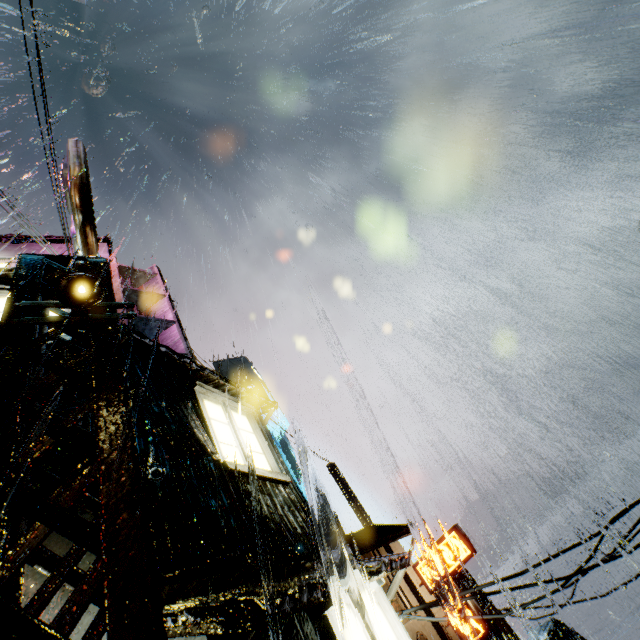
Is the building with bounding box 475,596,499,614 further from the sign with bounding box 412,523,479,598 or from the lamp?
the lamp

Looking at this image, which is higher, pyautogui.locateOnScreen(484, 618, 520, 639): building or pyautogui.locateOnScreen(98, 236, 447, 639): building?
pyautogui.locateOnScreen(98, 236, 447, 639): building

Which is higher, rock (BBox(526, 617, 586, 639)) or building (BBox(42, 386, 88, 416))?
building (BBox(42, 386, 88, 416))

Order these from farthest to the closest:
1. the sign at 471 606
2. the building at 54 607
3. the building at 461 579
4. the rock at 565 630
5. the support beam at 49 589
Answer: the rock at 565 630, the building at 461 579, the sign at 471 606, the building at 54 607, the support beam at 49 589

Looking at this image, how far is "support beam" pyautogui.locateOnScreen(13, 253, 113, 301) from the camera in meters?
4.9

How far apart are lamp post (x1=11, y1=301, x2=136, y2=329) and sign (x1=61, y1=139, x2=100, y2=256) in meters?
2.0 m

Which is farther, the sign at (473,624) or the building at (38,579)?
the sign at (473,624)

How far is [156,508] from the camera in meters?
4.7 m
